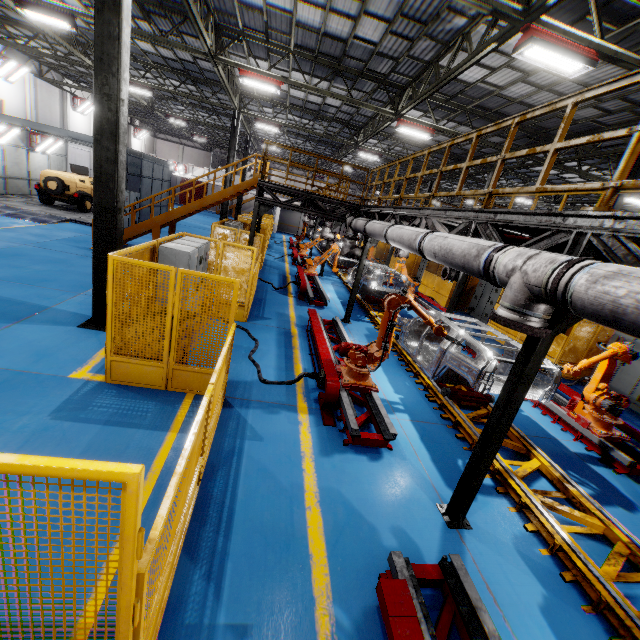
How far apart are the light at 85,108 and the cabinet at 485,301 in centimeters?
3445cm

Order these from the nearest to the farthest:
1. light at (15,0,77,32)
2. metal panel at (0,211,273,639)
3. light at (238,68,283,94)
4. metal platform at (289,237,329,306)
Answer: metal panel at (0,211,273,639), light at (15,0,77,32), light at (238,68,283,94), metal platform at (289,237,329,306)

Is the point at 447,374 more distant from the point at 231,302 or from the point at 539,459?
the point at 231,302

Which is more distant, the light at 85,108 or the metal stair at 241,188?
the light at 85,108

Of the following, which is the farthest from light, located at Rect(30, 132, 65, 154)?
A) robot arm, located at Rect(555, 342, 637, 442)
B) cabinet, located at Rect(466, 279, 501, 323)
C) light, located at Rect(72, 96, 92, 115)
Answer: robot arm, located at Rect(555, 342, 637, 442)

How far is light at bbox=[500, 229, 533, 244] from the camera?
5.64m

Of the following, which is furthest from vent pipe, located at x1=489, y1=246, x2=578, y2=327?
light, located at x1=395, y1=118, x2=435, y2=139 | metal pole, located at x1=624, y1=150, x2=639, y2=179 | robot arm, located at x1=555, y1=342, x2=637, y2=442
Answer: metal pole, located at x1=624, y1=150, x2=639, y2=179

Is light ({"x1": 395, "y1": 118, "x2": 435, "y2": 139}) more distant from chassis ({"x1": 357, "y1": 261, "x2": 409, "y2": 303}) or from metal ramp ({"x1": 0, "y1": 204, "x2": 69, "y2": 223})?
metal ramp ({"x1": 0, "y1": 204, "x2": 69, "y2": 223})
